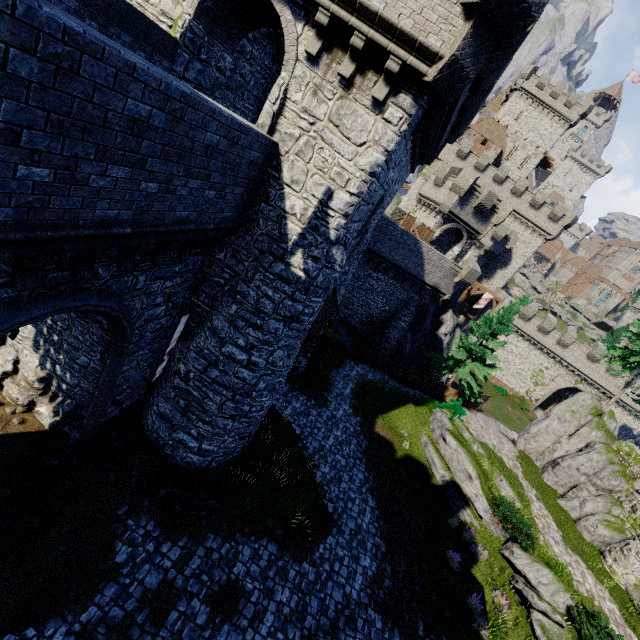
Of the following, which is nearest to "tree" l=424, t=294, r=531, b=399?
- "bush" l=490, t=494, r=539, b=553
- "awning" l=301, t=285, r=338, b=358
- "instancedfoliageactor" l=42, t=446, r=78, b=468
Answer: "bush" l=490, t=494, r=539, b=553

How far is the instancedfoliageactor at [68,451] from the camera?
9.91m

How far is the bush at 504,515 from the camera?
15.02m

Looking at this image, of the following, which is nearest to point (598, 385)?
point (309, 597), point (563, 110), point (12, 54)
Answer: point (563, 110)

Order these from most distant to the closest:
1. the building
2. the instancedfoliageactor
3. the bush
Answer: the bush → the instancedfoliageactor → the building

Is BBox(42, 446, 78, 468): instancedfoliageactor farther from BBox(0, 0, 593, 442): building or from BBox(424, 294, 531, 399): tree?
BBox(424, 294, 531, 399): tree

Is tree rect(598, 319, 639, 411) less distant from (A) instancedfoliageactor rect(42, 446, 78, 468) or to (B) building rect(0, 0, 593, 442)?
(B) building rect(0, 0, 593, 442)

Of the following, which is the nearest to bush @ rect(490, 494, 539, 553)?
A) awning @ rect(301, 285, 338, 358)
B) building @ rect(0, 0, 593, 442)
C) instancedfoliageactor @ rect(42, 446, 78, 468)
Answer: awning @ rect(301, 285, 338, 358)
